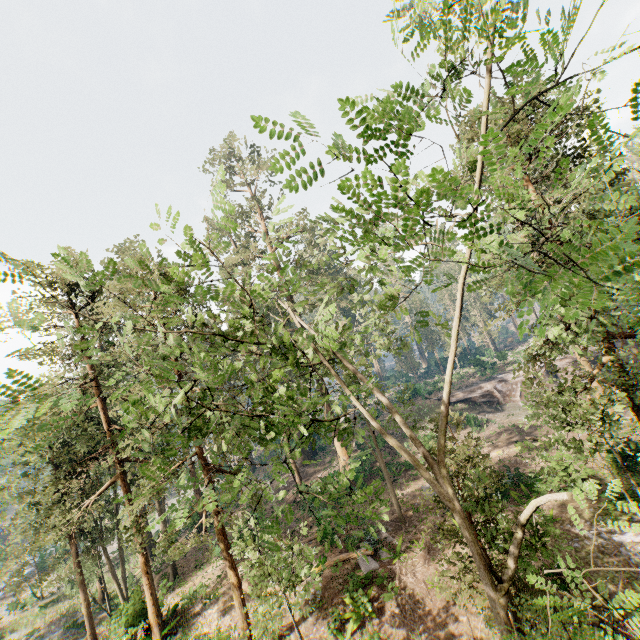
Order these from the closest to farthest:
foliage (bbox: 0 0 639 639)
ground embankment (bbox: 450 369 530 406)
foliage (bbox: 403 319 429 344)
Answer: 1. foliage (bbox: 0 0 639 639)
2. foliage (bbox: 403 319 429 344)
3. ground embankment (bbox: 450 369 530 406)

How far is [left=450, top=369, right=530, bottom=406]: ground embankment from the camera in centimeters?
3897cm

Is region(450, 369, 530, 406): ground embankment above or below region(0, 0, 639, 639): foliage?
below

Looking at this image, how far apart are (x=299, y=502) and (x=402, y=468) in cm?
977

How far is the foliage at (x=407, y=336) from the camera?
11.2m

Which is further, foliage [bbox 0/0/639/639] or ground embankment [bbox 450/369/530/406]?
ground embankment [bbox 450/369/530/406]

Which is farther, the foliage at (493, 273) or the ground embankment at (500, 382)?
the ground embankment at (500, 382)
